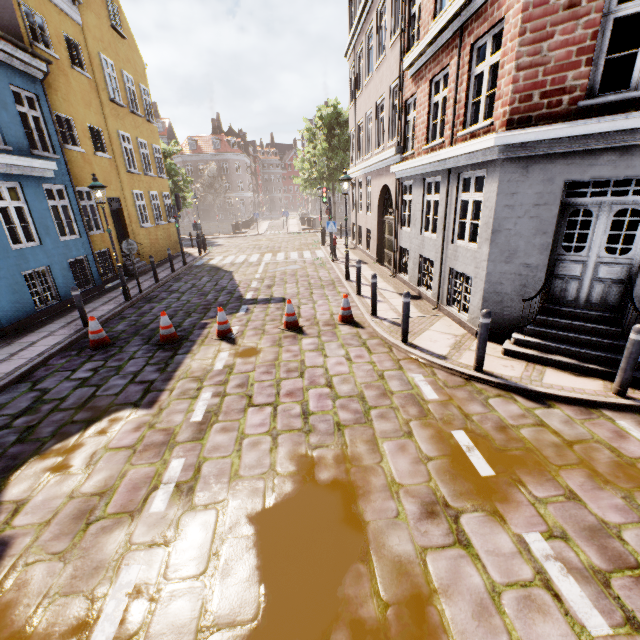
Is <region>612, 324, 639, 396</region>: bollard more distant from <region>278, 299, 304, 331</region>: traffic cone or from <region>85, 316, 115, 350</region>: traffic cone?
<region>85, 316, 115, 350</region>: traffic cone

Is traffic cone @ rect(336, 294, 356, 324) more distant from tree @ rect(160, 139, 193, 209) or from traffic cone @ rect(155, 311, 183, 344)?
tree @ rect(160, 139, 193, 209)

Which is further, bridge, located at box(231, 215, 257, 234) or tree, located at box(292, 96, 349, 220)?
bridge, located at box(231, 215, 257, 234)

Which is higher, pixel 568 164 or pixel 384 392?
pixel 568 164

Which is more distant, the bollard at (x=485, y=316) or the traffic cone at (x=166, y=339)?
the traffic cone at (x=166, y=339)

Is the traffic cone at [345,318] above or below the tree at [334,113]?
below

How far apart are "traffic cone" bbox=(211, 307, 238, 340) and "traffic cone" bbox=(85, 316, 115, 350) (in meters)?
2.37
